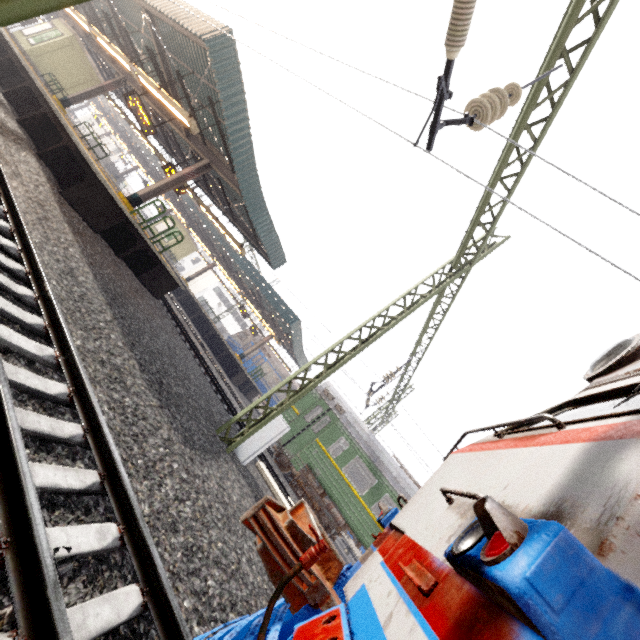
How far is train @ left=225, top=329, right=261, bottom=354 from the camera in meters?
29.4

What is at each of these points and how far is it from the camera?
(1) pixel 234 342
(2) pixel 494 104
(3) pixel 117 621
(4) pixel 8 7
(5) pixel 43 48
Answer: (1) train, 29.95m
(2) power line, 4.35m
(3) train track, 2.13m
(4) power line, 1.55m
(5) elevator, 17.36m

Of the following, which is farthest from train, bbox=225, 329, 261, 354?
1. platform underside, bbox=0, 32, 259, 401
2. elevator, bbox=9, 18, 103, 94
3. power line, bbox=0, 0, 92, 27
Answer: elevator, bbox=9, 18, 103, 94

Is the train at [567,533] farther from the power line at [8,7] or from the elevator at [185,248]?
the elevator at [185,248]

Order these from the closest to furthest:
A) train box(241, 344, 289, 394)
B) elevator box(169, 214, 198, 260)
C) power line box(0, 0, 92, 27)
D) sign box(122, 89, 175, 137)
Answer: power line box(0, 0, 92, 27) → sign box(122, 89, 175, 137) → train box(241, 344, 289, 394) → elevator box(169, 214, 198, 260)

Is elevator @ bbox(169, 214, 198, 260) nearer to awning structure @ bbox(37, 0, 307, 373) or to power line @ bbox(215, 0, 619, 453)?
awning structure @ bbox(37, 0, 307, 373)

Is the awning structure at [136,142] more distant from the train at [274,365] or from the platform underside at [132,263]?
the train at [274,365]

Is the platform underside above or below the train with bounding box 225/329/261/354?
below
